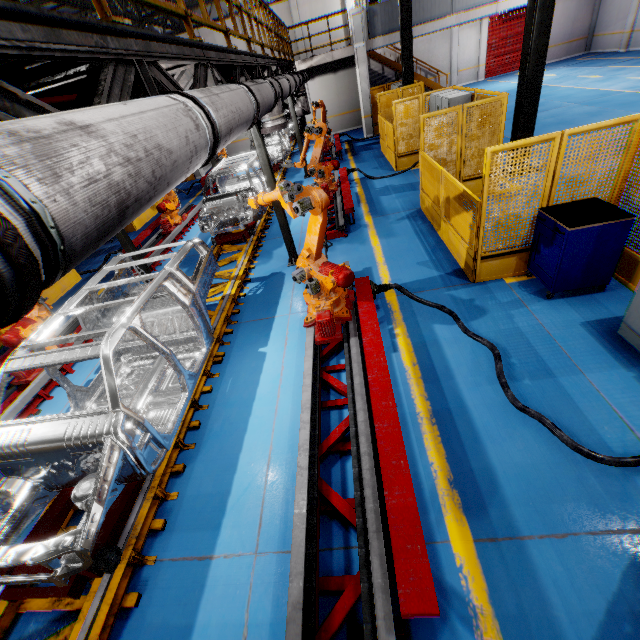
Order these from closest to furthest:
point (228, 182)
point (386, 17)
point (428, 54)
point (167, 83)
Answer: point (167, 83)
point (228, 182)
point (386, 17)
point (428, 54)

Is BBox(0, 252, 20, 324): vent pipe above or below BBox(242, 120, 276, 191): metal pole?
above

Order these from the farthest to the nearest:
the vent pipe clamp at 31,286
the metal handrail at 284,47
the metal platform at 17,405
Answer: the metal platform at 17,405
the metal handrail at 284,47
the vent pipe clamp at 31,286

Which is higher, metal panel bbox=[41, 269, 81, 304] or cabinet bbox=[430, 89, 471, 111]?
cabinet bbox=[430, 89, 471, 111]

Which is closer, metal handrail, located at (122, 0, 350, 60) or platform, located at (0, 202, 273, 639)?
platform, located at (0, 202, 273, 639)

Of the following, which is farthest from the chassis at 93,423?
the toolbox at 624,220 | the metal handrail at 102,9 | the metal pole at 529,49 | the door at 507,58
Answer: the door at 507,58

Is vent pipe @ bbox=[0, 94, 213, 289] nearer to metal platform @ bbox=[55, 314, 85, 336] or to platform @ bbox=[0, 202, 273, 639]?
platform @ bbox=[0, 202, 273, 639]

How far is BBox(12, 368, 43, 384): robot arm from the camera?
5.8 meters
